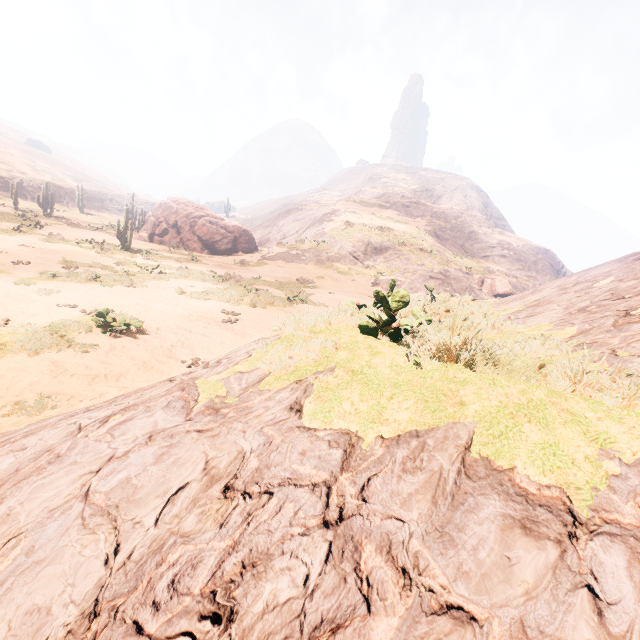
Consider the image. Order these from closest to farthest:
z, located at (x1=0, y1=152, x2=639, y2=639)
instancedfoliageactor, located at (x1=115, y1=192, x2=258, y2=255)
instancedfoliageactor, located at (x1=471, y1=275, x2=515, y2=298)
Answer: z, located at (x1=0, y1=152, x2=639, y2=639)
instancedfoliageactor, located at (x1=115, y1=192, x2=258, y2=255)
instancedfoliageactor, located at (x1=471, y1=275, x2=515, y2=298)

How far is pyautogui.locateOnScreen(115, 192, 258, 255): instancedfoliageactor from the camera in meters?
30.4 m

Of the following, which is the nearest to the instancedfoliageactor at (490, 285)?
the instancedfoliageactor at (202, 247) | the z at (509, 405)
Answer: the z at (509, 405)

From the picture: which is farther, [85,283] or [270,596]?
[85,283]

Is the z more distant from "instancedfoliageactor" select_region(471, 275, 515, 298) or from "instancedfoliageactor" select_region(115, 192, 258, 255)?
"instancedfoliageactor" select_region(115, 192, 258, 255)

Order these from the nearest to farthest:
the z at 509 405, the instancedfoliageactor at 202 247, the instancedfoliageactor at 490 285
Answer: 1. the z at 509 405
2. the instancedfoliageactor at 202 247
3. the instancedfoliageactor at 490 285

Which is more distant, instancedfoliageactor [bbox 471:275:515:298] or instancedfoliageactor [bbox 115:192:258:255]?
instancedfoliageactor [bbox 471:275:515:298]

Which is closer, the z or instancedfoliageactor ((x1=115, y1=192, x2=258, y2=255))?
the z
